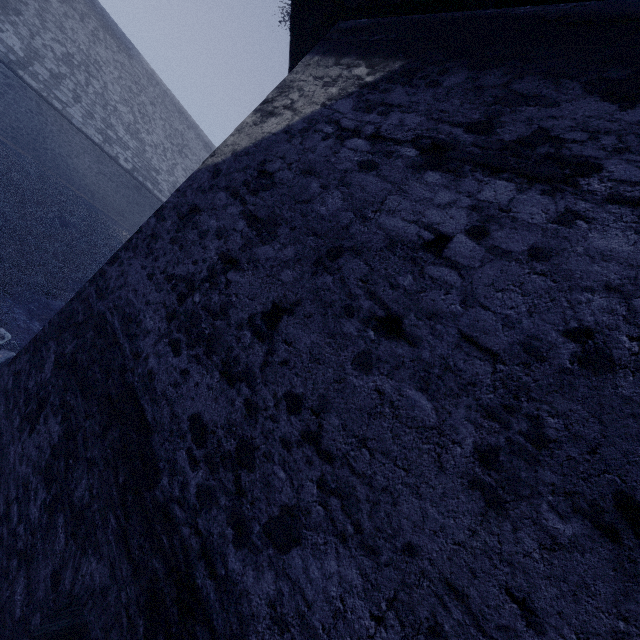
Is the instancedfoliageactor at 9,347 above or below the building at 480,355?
below

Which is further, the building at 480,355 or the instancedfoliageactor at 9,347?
the instancedfoliageactor at 9,347

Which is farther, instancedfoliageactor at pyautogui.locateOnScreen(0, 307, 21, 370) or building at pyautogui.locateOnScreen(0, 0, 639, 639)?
instancedfoliageactor at pyautogui.locateOnScreen(0, 307, 21, 370)

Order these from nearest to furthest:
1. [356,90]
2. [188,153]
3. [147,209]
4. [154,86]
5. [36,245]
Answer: [356,90] < [36,245] < [147,209] < [154,86] < [188,153]

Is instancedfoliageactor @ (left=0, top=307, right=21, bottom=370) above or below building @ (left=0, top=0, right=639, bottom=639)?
below
